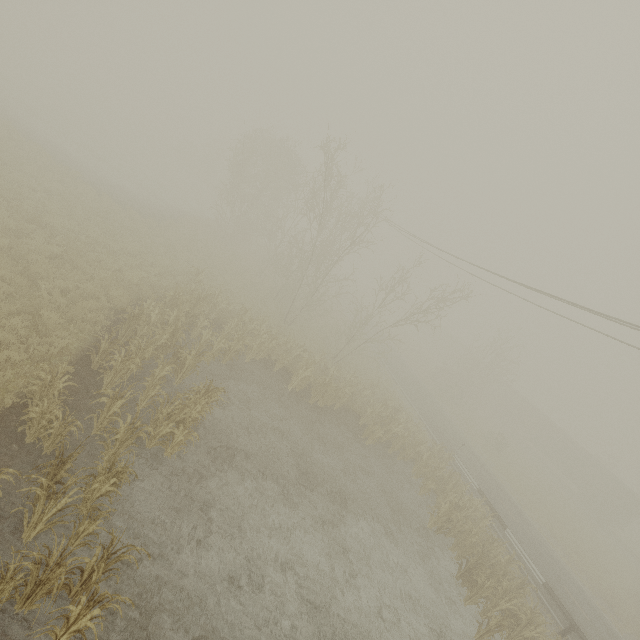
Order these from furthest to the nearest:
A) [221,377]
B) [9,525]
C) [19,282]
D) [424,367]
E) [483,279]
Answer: [424,367]
[483,279]
[221,377]
[19,282]
[9,525]

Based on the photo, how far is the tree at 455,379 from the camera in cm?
3531

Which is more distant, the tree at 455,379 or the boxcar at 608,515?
the tree at 455,379

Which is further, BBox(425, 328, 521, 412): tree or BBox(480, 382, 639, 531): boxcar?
BBox(425, 328, 521, 412): tree

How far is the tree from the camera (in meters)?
35.31
